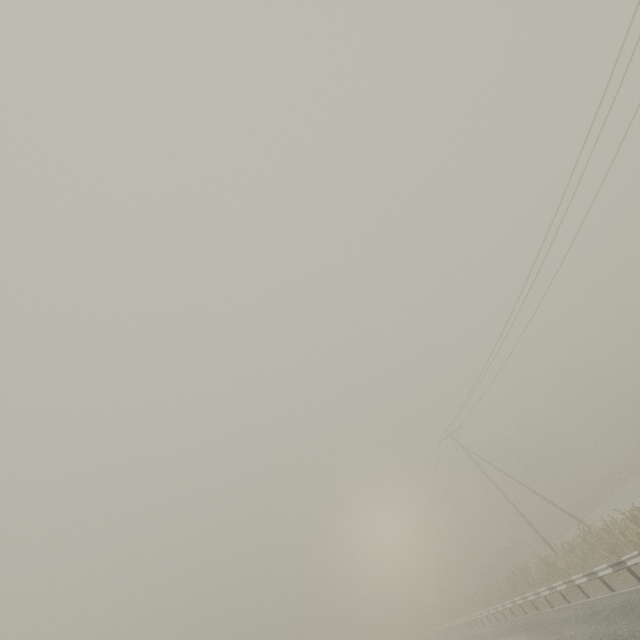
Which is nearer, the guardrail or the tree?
the guardrail

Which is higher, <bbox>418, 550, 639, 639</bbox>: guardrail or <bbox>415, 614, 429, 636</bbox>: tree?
<bbox>415, 614, 429, 636</bbox>: tree

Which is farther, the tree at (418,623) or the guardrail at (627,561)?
the tree at (418,623)

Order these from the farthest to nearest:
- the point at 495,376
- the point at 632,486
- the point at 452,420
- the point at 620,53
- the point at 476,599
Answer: the point at 632,486
the point at 476,599
the point at 452,420
the point at 495,376
the point at 620,53

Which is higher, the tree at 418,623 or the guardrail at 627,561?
the tree at 418,623
